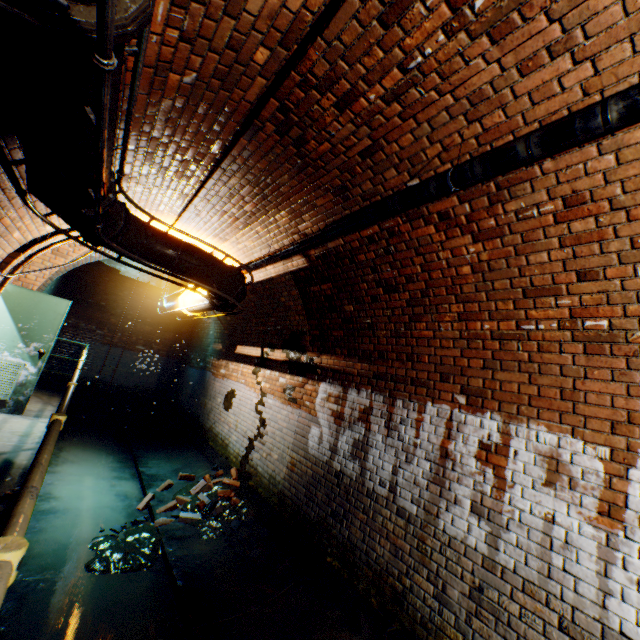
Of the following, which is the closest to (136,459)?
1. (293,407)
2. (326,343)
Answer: (293,407)

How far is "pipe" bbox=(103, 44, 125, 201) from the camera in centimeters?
129cm

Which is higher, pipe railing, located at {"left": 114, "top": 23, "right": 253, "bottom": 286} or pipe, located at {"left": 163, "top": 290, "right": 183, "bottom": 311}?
pipe railing, located at {"left": 114, "top": 23, "right": 253, "bottom": 286}

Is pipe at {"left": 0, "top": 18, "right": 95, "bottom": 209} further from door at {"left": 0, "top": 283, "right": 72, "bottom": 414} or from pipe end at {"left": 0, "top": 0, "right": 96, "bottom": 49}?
door at {"left": 0, "top": 283, "right": 72, "bottom": 414}

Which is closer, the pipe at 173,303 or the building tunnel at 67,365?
the pipe at 173,303

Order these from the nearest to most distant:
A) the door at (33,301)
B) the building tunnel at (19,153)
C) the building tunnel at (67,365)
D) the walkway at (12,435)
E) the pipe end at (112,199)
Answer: the walkway at (12,435), the building tunnel at (19,153), the pipe end at (112,199), the door at (33,301), the building tunnel at (67,365)

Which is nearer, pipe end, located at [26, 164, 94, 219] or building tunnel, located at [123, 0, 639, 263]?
building tunnel, located at [123, 0, 639, 263]

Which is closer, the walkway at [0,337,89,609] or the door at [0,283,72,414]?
the walkway at [0,337,89,609]
